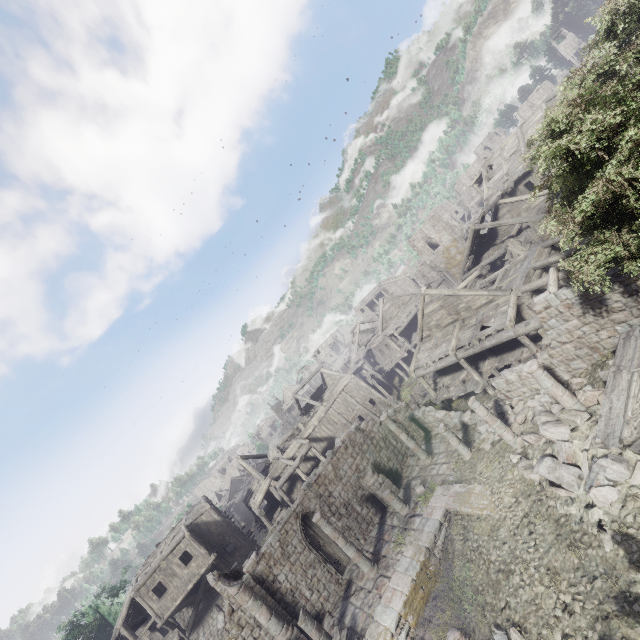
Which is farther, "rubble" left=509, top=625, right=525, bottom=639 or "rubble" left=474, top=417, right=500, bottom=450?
"rubble" left=474, top=417, right=500, bottom=450

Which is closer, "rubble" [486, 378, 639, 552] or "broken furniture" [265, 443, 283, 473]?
"rubble" [486, 378, 639, 552]

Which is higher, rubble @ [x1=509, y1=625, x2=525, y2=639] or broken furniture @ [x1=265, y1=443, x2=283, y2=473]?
broken furniture @ [x1=265, y1=443, x2=283, y2=473]

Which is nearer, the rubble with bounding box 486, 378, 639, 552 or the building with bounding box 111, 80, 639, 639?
the rubble with bounding box 486, 378, 639, 552

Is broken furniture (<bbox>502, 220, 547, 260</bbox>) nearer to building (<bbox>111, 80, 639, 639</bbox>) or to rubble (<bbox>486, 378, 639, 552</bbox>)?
building (<bbox>111, 80, 639, 639</bbox>)

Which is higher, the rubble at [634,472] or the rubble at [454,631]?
the rubble at [634,472]

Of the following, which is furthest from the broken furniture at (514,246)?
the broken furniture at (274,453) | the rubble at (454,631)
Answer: the broken furniture at (274,453)

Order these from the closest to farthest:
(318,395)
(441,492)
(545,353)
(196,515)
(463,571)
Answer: (463,571)
(545,353)
(441,492)
(196,515)
(318,395)
